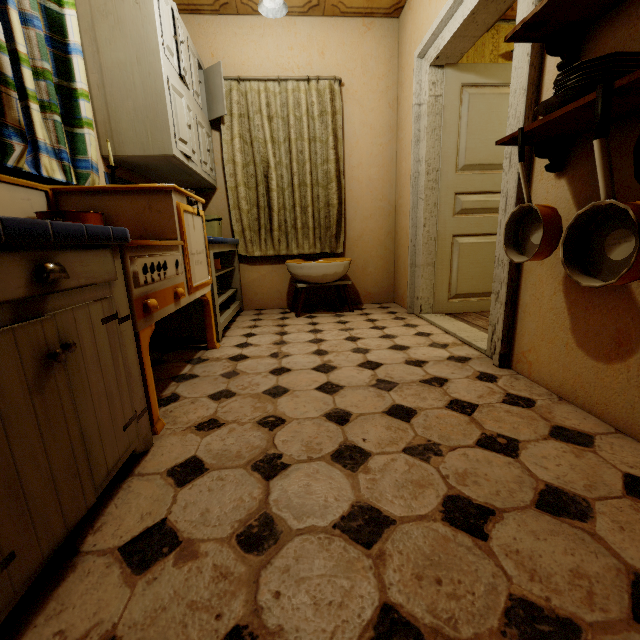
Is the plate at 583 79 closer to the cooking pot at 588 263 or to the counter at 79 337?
the cooking pot at 588 263

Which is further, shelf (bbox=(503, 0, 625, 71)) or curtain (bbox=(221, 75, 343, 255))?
curtain (bbox=(221, 75, 343, 255))

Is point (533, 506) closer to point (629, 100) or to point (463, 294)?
point (629, 100)

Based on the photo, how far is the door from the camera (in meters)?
2.67

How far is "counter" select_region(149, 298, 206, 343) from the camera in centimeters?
243cm

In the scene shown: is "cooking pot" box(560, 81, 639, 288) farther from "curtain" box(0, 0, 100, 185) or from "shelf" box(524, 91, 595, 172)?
"curtain" box(0, 0, 100, 185)

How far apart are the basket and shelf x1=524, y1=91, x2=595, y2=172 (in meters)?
2.60

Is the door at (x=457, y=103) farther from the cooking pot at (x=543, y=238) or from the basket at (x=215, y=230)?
the basket at (x=215, y=230)
